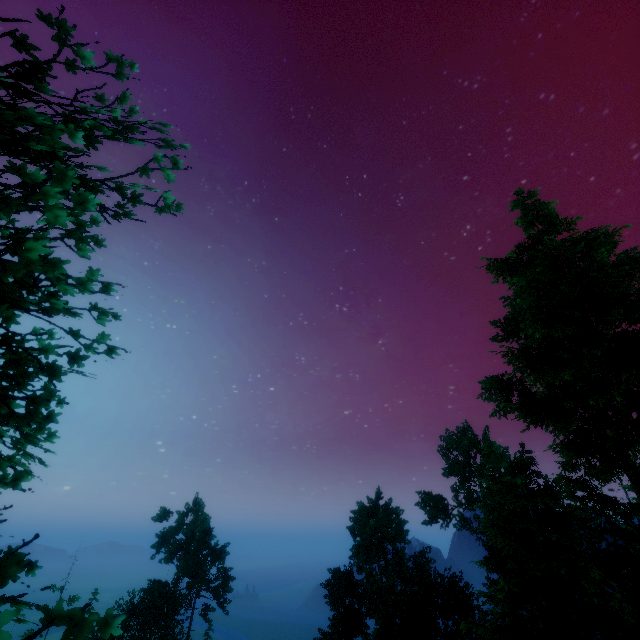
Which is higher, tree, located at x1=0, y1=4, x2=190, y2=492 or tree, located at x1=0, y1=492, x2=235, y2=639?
tree, located at x1=0, y1=4, x2=190, y2=492

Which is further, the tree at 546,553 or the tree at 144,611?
the tree at 546,553

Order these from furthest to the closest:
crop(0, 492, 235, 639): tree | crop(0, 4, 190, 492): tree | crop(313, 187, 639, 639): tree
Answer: crop(313, 187, 639, 639): tree < crop(0, 4, 190, 492): tree < crop(0, 492, 235, 639): tree

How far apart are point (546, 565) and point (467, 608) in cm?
4240

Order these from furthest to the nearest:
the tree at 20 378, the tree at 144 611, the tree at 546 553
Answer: the tree at 546 553, the tree at 20 378, the tree at 144 611

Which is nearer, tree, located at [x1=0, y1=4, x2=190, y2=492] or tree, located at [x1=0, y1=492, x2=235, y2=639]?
tree, located at [x1=0, y1=492, x2=235, y2=639]
